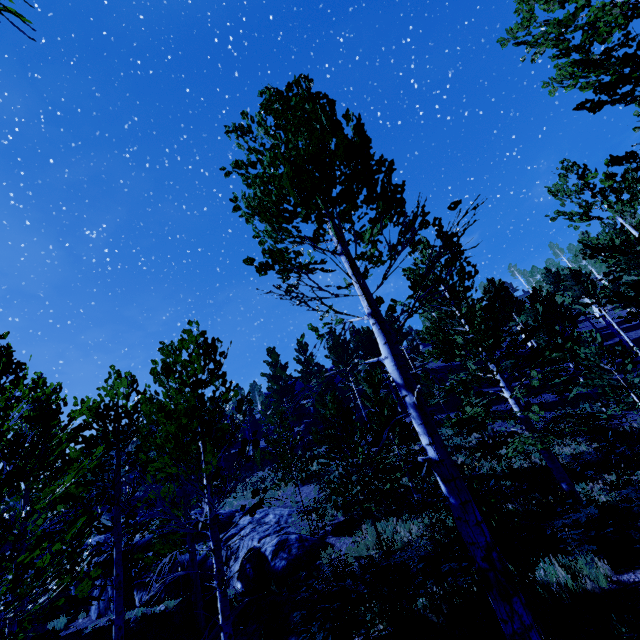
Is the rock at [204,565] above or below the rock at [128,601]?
above

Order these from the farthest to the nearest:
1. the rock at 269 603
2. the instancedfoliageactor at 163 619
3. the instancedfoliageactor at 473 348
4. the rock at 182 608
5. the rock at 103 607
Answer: the rock at 103 607
the instancedfoliageactor at 163 619
the rock at 182 608
the rock at 269 603
the instancedfoliageactor at 473 348

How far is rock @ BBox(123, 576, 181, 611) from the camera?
15.34m

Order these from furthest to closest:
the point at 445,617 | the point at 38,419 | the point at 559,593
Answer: the point at 445,617, the point at 559,593, the point at 38,419

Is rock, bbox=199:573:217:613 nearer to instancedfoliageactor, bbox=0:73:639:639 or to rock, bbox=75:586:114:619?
rock, bbox=75:586:114:619

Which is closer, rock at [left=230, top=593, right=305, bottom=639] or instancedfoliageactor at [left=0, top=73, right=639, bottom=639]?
instancedfoliageactor at [left=0, top=73, right=639, bottom=639]

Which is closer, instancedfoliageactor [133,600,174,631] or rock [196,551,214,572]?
instancedfoliageactor [133,600,174,631]

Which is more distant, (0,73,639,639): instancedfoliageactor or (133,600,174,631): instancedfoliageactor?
(133,600,174,631): instancedfoliageactor
